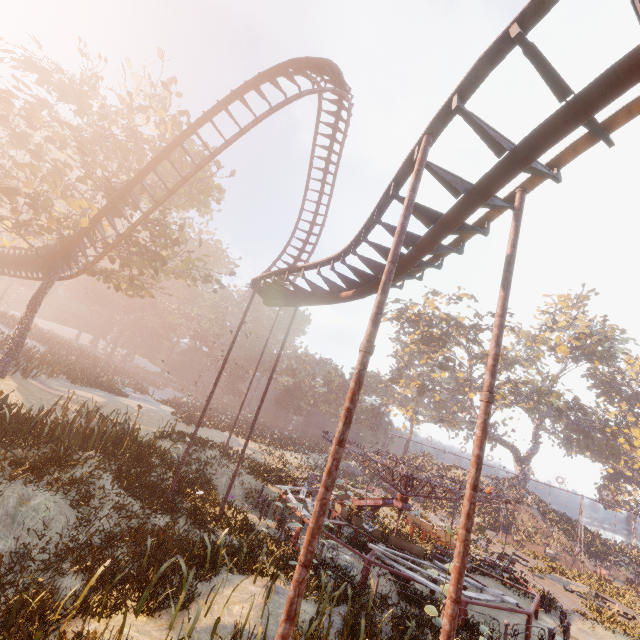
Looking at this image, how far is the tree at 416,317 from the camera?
40.59m

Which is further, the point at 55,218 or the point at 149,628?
the point at 55,218

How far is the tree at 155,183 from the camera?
19.3m

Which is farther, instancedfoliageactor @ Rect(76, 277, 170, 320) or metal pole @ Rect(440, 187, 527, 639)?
instancedfoliageactor @ Rect(76, 277, 170, 320)

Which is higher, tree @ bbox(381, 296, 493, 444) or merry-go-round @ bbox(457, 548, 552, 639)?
tree @ bbox(381, 296, 493, 444)

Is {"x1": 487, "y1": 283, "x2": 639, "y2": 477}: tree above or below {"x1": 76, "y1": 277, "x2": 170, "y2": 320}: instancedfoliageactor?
above

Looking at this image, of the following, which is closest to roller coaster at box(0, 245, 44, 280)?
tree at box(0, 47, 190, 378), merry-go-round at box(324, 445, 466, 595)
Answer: tree at box(0, 47, 190, 378)

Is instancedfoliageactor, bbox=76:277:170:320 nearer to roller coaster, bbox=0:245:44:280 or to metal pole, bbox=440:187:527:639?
roller coaster, bbox=0:245:44:280
